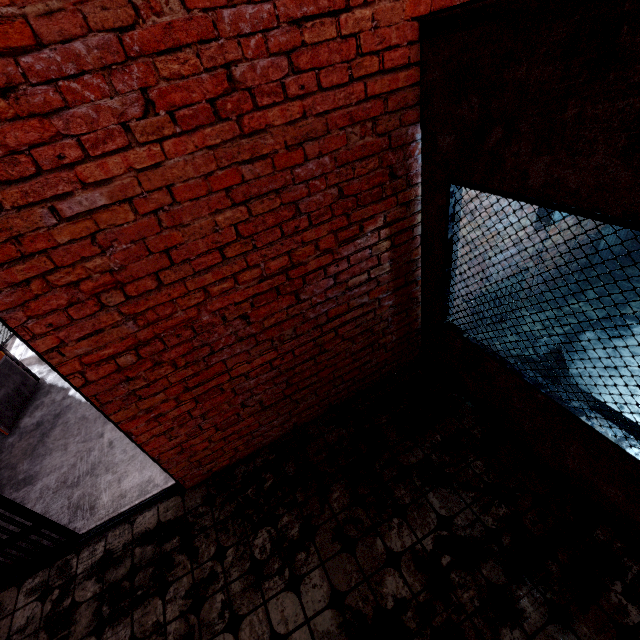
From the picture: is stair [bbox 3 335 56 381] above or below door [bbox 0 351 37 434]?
below

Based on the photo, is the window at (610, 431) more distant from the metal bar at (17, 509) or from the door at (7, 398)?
the door at (7, 398)

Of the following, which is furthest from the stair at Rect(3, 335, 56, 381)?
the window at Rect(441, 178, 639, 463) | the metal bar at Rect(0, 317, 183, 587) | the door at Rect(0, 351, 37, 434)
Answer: the window at Rect(441, 178, 639, 463)

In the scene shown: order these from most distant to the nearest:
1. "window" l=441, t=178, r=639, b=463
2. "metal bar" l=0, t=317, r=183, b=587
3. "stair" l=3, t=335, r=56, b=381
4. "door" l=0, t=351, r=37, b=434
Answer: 1. "stair" l=3, t=335, r=56, b=381
2. "door" l=0, t=351, r=37, b=434
3. "metal bar" l=0, t=317, r=183, b=587
4. "window" l=441, t=178, r=639, b=463

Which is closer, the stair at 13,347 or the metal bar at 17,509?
the metal bar at 17,509

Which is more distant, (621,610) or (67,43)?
(621,610)

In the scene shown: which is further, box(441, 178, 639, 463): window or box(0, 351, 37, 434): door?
box(0, 351, 37, 434): door

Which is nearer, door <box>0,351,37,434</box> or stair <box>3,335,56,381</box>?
door <box>0,351,37,434</box>
